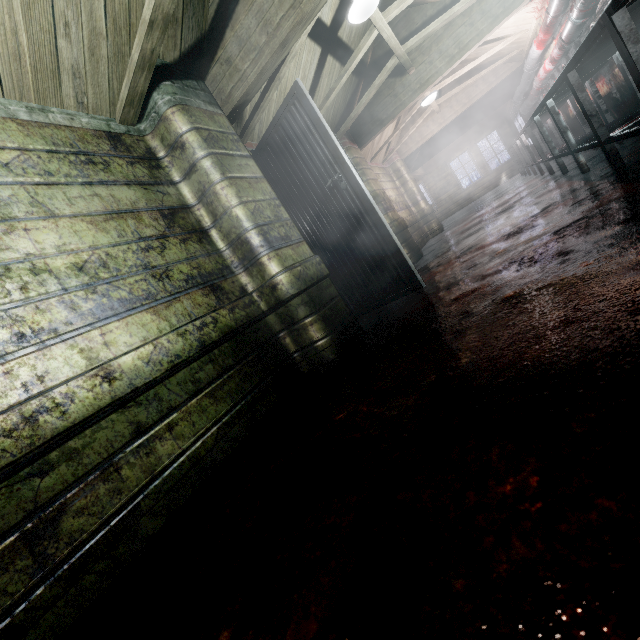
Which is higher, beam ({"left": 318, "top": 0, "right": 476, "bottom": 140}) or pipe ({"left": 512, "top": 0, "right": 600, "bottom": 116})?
beam ({"left": 318, "top": 0, "right": 476, "bottom": 140})

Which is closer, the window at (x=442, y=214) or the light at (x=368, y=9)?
the light at (x=368, y=9)

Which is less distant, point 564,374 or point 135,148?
point 564,374

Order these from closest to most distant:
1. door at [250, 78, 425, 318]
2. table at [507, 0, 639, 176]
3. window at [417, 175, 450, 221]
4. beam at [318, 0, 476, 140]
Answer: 1. table at [507, 0, 639, 176]
2. door at [250, 78, 425, 318]
3. beam at [318, 0, 476, 140]
4. window at [417, 175, 450, 221]

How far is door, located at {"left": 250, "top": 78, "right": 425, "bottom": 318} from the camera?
2.6 meters

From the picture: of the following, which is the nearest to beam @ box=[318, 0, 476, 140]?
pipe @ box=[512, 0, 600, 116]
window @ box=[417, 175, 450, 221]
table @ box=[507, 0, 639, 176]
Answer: pipe @ box=[512, 0, 600, 116]

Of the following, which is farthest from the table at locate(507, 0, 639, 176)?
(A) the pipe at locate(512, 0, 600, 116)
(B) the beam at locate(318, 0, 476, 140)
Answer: (B) the beam at locate(318, 0, 476, 140)

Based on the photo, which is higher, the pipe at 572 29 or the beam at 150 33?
the beam at 150 33
